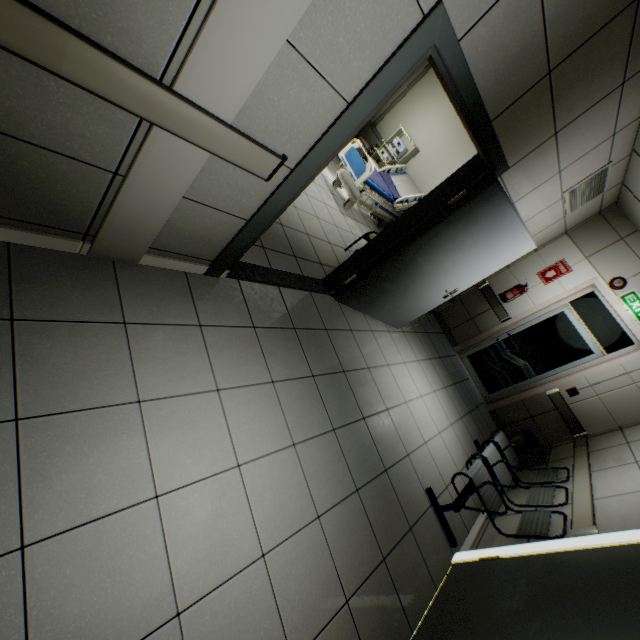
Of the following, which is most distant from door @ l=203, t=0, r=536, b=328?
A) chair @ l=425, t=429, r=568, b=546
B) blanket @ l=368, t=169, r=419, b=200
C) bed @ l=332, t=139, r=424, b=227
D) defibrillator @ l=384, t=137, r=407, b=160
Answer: defibrillator @ l=384, t=137, r=407, b=160

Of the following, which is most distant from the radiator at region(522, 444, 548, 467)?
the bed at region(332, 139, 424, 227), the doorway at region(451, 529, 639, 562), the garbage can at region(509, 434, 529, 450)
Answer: the bed at region(332, 139, 424, 227)

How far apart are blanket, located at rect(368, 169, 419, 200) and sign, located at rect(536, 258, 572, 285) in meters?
2.7 m

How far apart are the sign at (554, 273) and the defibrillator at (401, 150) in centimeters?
360cm

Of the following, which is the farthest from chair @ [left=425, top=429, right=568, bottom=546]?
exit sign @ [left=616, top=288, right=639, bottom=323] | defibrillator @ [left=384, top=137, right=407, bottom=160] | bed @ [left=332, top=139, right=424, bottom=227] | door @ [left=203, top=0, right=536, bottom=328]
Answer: defibrillator @ [left=384, top=137, right=407, bottom=160]

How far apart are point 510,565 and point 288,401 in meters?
2.2 m

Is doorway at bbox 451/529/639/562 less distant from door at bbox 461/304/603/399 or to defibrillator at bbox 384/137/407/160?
door at bbox 461/304/603/399

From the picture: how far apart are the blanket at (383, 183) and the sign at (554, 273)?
2.68m
